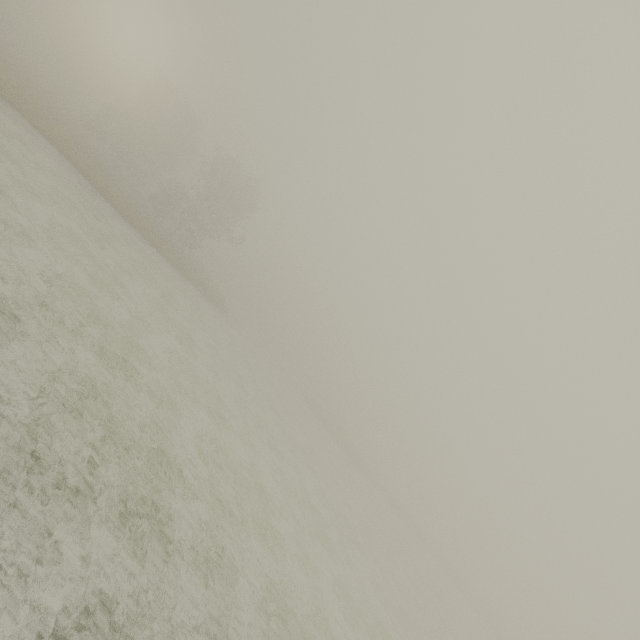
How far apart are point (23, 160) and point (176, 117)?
34.6m
